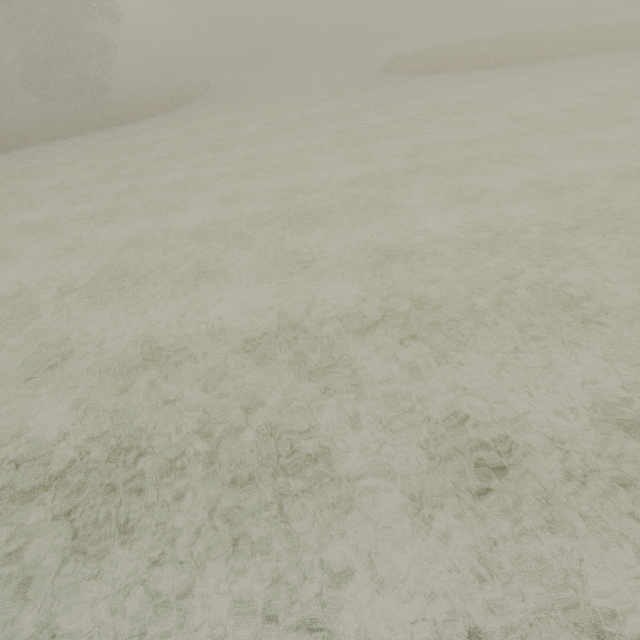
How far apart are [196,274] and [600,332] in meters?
8.6 m
